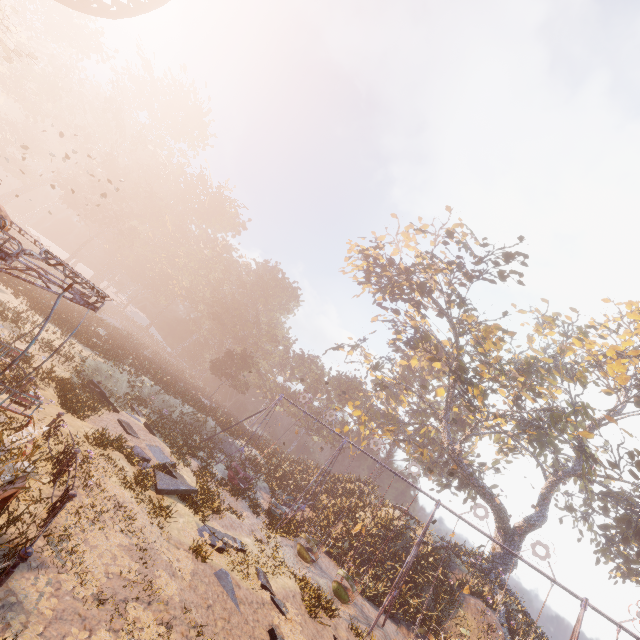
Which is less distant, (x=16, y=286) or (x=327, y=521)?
(x=16, y=286)

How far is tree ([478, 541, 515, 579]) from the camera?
24.6 meters

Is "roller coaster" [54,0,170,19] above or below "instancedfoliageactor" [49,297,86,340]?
above

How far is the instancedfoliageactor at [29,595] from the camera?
4.6m

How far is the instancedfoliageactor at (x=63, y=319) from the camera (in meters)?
19.69

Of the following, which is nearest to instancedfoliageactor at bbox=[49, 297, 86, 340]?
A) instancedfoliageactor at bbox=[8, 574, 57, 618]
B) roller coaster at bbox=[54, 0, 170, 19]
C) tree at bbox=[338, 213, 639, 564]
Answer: roller coaster at bbox=[54, 0, 170, 19]

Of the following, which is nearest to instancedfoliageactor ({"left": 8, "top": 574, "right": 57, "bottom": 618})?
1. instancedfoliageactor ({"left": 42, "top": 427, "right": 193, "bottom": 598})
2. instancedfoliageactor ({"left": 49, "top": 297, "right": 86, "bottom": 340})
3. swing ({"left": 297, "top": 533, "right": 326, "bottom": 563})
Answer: instancedfoliageactor ({"left": 42, "top": 427, "right": 193, "bottom": 598})

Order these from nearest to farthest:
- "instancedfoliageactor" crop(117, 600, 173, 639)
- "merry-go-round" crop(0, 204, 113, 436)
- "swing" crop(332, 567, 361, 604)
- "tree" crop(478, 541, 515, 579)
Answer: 1. "merry-go-round" crop(0, 204, 113, 436)
2. "instancedfoliageactor" crop(117, 600, 173, 639)
3. "swing" crop(332, 567, 361, 604)
4. "tree" crop(478, 541, 515, 579)
